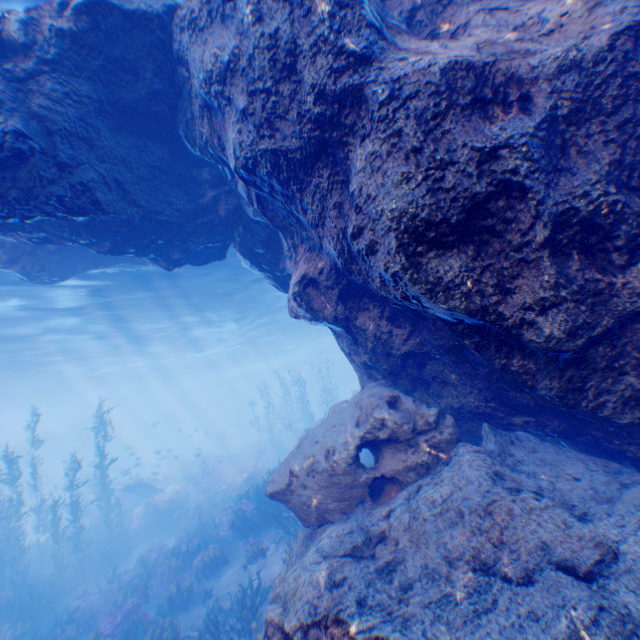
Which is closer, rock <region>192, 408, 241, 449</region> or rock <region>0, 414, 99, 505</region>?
rock <region>0, 414, 99, 505</region>

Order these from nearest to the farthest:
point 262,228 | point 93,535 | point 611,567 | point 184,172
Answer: point 611,567, point 184,172, point 262,228, point 93,535

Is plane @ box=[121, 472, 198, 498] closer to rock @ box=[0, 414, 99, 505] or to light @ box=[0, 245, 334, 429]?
rock @ box=[0, 414, 99, 505]

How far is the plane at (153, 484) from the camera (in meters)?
22.19

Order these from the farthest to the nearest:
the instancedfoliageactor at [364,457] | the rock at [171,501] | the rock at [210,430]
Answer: the rock at [210,430]
the rock at [171,501]
the instancedfoliageactor at [364,457]

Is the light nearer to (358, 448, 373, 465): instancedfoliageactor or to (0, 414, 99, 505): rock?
(0, 414, 99, 505): rock

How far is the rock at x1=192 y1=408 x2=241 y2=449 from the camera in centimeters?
5288cm

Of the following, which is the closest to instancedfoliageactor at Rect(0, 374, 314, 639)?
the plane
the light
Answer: the plane
